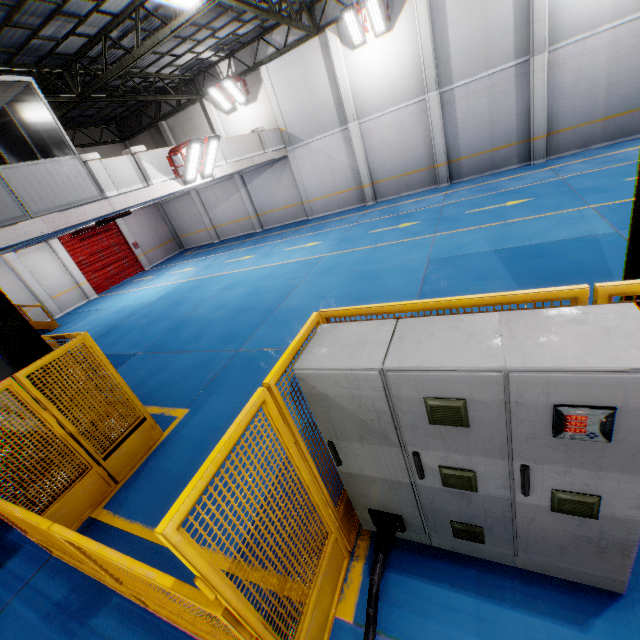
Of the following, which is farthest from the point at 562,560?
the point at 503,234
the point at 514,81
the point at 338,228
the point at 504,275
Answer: the point at 514,81

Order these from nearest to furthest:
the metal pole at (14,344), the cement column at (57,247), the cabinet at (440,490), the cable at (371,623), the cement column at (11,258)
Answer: the cabinet at (440,490)
the cable at (371,623)
the metal pole at (14,344)
the cement column at (11,258)
the cement column at (57,247)

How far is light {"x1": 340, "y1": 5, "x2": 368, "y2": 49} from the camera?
13.3 meters

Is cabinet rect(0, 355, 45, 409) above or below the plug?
above

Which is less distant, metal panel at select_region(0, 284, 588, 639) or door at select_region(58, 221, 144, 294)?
metal panel at select_region(0, 284, 588, 639)

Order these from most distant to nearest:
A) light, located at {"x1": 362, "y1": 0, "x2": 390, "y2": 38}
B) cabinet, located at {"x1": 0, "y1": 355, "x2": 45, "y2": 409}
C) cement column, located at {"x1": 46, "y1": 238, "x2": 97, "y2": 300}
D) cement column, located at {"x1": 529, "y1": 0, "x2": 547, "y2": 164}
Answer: cement column, located at {"x1": 46, "y1": 238, "x2": 97, "y2": 300}, light, located at {"x1": 362, "y1": 0, "x2": 390, "y2": 38}, cement column, located at {"x1": 529, "y1": 0, "x2": 547, "y2": 164}, cabinet, located at {"x1": 0, "y1": 355, "x2": 45, "y2": 409}

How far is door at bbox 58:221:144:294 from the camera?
19.19m

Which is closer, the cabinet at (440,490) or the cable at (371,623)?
the cabinet at (440,490)
